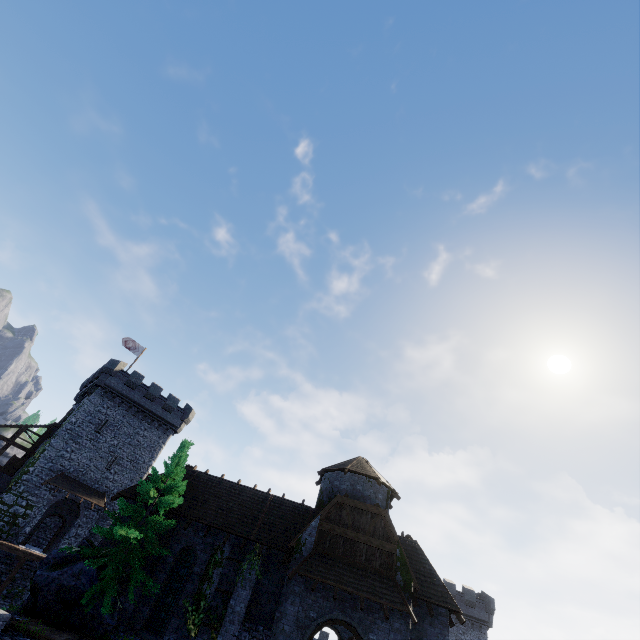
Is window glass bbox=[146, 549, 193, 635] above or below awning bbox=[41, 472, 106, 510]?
below

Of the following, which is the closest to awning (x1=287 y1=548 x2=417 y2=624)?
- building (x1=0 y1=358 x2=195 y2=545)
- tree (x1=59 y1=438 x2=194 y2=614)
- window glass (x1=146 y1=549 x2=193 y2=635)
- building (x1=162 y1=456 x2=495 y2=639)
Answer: building (x1=162 y1=456 x2=495 y2=639)

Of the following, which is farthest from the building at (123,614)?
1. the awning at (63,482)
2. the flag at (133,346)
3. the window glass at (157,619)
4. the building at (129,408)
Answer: the flag at (133,346)

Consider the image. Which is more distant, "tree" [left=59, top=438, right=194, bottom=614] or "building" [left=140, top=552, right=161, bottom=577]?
"building" [left=140, top=552, right=161, bottom=577]

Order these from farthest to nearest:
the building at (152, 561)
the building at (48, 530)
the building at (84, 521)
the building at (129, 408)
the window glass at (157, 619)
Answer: the building at (48, 530) < the building at (84, 521) < the building at (129, 408) < the building at (152, 561) < the window glass at (157, 619)

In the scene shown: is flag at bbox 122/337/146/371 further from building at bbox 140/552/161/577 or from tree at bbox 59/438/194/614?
tree at bbox 59/438/194/614

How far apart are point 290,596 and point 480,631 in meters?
42.4

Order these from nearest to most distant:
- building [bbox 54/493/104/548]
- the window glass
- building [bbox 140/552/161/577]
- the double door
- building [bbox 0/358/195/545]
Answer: the double door < the window glass < building [bbox 140/552/161/577] < building [bbox 0/358/195/545] < building [bbox 54/493/104/548]
